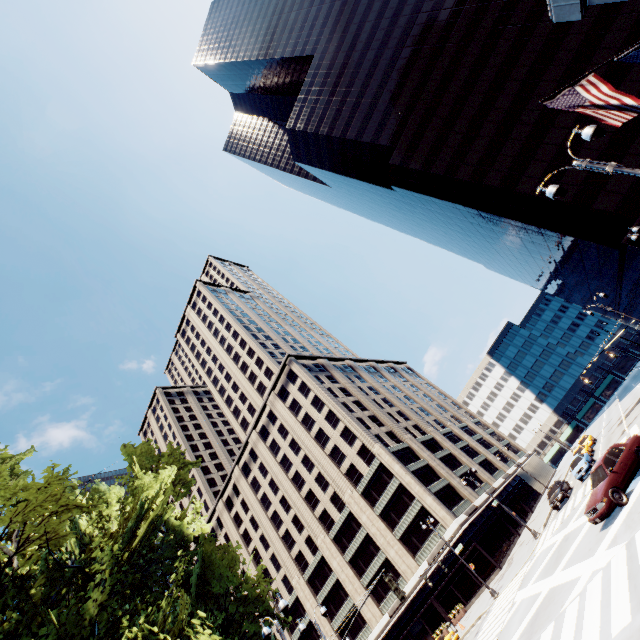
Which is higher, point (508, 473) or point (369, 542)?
point (369, 542)

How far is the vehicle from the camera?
29.9m

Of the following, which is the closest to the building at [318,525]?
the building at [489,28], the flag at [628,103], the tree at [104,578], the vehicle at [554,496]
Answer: the tree at [104,578]

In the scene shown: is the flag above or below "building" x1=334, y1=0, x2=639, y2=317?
below

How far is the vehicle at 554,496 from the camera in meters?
29.9

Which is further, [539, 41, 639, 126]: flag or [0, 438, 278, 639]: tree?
[0, 438, 278, 639]: tree

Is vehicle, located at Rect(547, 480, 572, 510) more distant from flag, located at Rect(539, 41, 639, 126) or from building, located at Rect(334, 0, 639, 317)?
flag, located at Rect(539, 41, 639, 126)

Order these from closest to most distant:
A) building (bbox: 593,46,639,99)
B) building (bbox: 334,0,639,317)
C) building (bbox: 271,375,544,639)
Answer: building (bbox: 593,46,639,99), building (bbox: 334,0,639,317), building (bbox: 271,375,544,639)
